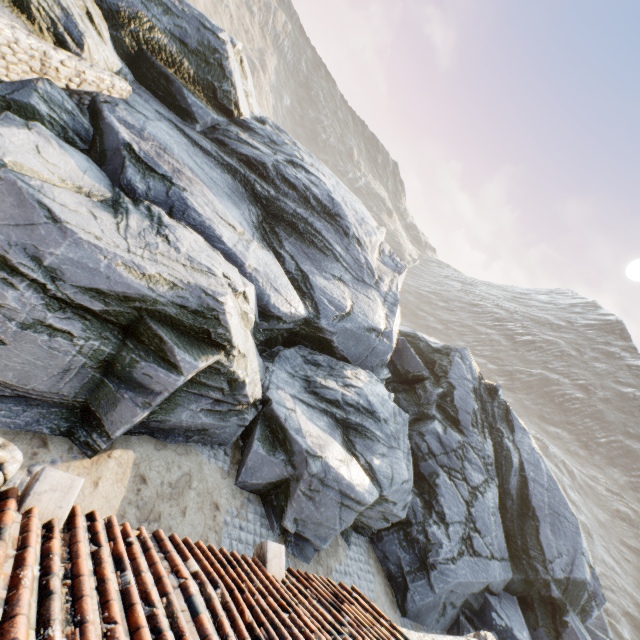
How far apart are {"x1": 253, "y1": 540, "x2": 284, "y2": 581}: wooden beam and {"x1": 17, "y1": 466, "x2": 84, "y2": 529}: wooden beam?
2.6 meters

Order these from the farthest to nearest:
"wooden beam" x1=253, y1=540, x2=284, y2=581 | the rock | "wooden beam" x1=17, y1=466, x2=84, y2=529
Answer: →
the rock
"wooden beam" x1=253, y1=540, x2=284, y2=581
"wooden beam" x1=17, y1=466, x2=84, y2=529

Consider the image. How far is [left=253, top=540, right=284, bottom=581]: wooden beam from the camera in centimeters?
433cm

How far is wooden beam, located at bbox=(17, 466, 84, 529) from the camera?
2.8m

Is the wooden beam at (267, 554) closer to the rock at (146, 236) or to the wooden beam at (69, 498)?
the wooden beam at (69, 498)

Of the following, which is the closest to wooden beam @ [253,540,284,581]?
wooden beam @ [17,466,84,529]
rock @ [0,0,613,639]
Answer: wooden beam @ [17,466,84,529]

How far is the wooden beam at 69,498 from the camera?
2.8m

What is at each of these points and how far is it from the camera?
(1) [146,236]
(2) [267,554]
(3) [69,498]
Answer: (1) rock, 6.9m
(2) wooden beam, 4.4m
(3) wooden beam, 3.0m
